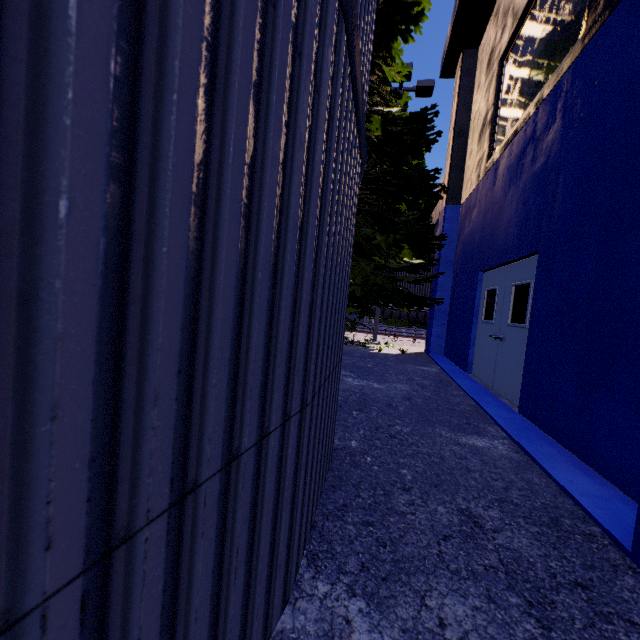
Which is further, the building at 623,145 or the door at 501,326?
the door at 501,326

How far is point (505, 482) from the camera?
2.9m

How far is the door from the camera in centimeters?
530cm

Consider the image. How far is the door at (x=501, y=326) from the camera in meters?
5.3

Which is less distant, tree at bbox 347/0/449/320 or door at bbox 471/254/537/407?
door at bbox 471/254/537/407

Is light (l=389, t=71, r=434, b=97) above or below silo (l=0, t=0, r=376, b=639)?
above

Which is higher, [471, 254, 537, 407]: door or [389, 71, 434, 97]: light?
[389, 71, 434, 97]: light

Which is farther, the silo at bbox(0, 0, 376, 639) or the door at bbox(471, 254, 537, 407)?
the door at bbox(471, 254, 537, 407)
